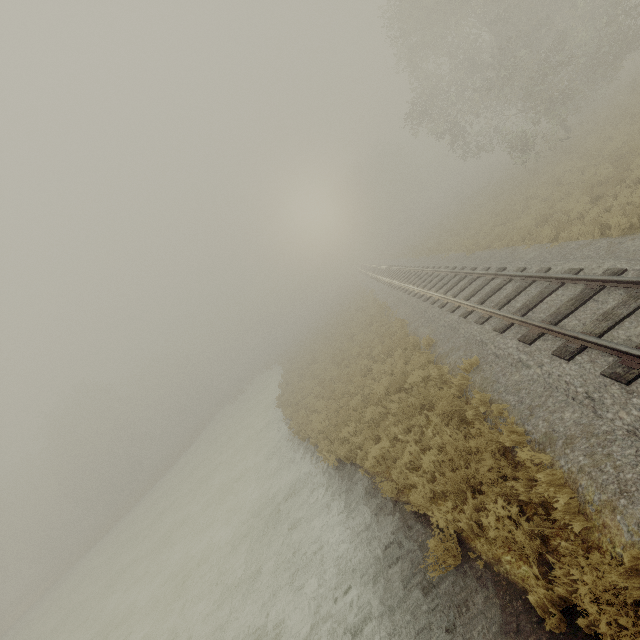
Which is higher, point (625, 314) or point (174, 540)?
point (625, 314)

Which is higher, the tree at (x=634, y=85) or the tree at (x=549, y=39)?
the tree at (x=549, y=39)

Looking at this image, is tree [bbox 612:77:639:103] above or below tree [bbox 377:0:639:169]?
below
